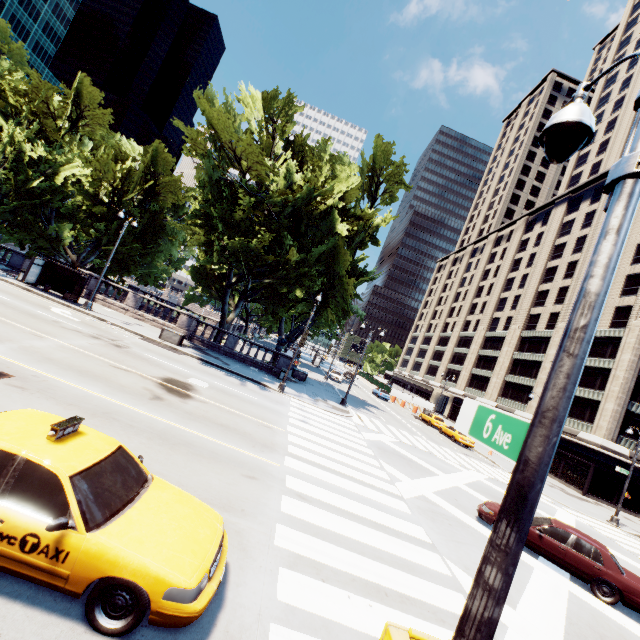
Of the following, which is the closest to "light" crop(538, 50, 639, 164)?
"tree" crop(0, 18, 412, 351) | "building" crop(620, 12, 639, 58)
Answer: "tree" crop(0, 18, 412, 351)

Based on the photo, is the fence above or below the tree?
below

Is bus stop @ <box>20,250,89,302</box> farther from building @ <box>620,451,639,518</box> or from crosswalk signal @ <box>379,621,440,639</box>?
building @ <box>620,451,639,518</box>

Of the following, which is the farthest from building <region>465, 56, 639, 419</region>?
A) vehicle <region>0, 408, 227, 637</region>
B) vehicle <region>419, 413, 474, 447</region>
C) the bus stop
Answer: the bus stop

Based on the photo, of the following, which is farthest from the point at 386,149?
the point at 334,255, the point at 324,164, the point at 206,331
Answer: the point at 206,331

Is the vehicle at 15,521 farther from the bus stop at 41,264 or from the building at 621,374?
the building at 621,374

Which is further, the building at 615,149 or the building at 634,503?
the building at 615,149

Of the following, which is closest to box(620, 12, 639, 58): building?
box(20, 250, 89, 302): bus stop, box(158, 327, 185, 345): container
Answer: box(158, 327, 185, 345): container
